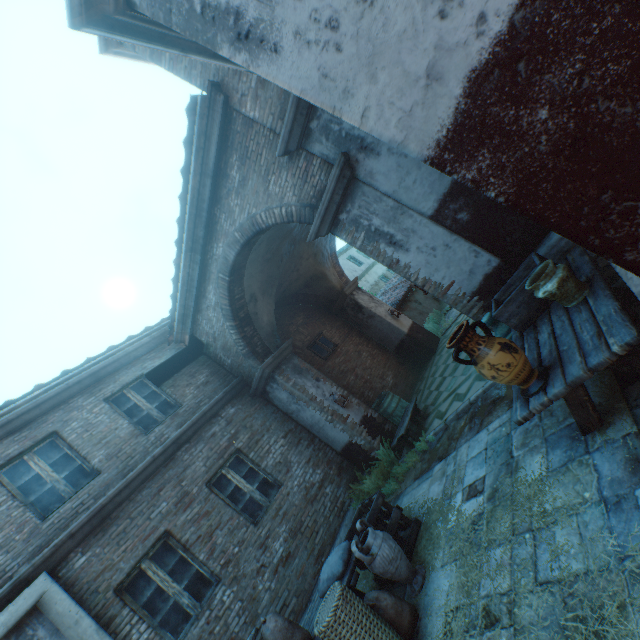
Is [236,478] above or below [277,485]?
above

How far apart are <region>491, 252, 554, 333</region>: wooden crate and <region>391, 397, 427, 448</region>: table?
3.82m

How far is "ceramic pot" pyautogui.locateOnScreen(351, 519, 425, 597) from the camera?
3.80m

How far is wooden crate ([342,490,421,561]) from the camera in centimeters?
450cm

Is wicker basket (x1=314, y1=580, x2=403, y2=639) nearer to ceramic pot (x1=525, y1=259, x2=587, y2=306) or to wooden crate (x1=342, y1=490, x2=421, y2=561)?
wooden crate (x1=342, y1=490, x2=421, y2=561)

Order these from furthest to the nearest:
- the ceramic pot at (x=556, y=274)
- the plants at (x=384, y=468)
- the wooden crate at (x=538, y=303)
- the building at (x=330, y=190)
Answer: the plants at (x=384, y=468)
the wooden crate at (x=538, y=303)
the ceramic pot at (x=556, y=274)
the building at (x=330, y=190)

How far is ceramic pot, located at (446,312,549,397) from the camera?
2.7 meters

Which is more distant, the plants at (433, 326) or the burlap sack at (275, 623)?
the plants at (433, 326)
